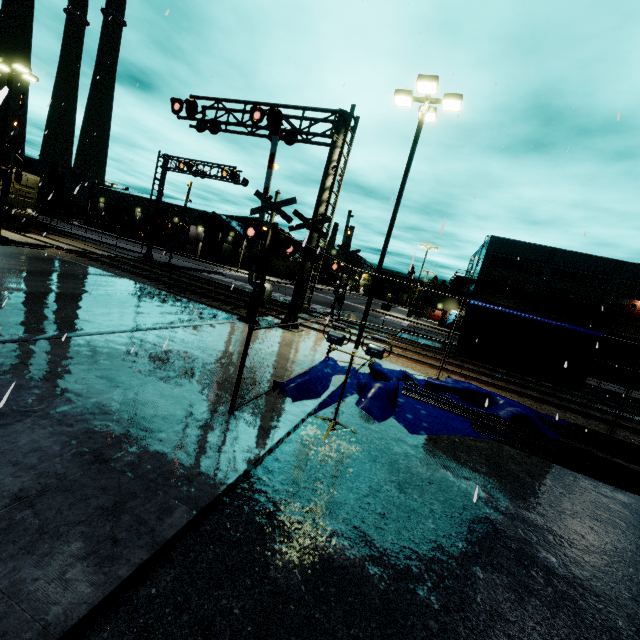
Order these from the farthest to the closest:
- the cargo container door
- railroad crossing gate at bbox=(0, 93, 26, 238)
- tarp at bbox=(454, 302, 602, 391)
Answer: the cargo container door
railroad crossing gate at bbox=(0, 93, 26, 238)
tarp at bbox=(454, 302, 602, 391)

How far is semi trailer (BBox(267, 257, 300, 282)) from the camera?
57.8 meters

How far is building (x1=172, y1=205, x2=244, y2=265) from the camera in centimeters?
5388cm

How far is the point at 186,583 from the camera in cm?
259

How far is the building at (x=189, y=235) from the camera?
53.9 meters

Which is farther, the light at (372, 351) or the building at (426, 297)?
the building at (426, 297)

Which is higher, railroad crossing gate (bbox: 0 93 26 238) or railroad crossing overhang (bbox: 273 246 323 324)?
railroad crossing gate (bbox: 0 93 26 238)
